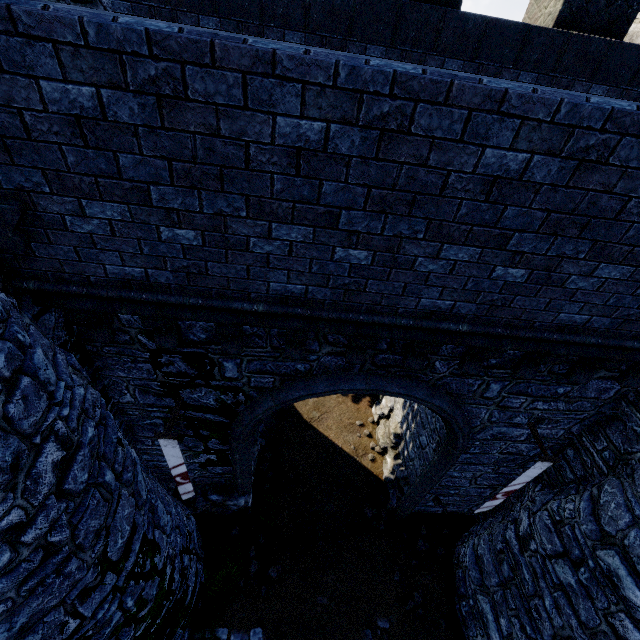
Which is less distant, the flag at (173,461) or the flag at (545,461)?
the flag at (173,461)

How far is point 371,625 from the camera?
8.32m

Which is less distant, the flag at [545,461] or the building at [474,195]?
the building at [474,195]

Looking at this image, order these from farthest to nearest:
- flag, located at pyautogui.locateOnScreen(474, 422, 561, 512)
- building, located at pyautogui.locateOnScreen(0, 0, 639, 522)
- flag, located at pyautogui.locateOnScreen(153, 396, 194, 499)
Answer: flag, located at pyautogui.locateOnScreen(474, 422, 561, 512) < flag, located at pyautogui.locateOnScreen(153, 396, 194, 499) < building, located at pyautogui.locateOnScreen(0, 0, 639, 522)

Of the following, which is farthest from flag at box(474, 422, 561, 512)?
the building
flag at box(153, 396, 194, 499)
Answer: flag at box(153, 396, 194, 499)

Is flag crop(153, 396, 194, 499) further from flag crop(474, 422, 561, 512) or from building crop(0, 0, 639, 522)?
flag crop(474, 422, 561, 512)

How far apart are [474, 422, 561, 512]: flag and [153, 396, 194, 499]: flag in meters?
6.5 m
